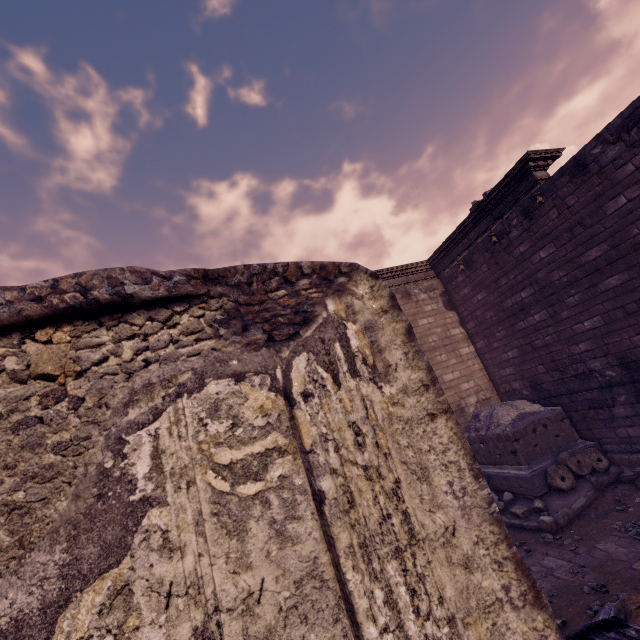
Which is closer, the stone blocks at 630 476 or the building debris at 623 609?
the building debris at 623 609

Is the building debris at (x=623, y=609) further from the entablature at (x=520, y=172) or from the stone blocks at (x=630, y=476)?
the entablature at (x=520, y=172)

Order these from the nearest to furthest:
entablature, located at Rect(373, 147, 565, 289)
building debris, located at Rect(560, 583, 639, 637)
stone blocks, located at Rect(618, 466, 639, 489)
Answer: building debris, located at Rect(560, 583, 639, 637)
stone blocks, located at Rect(618, 466, 639, 489)
entablature, located at Rect(373, 147, 565, 289)

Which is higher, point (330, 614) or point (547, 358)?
point (547, 358)

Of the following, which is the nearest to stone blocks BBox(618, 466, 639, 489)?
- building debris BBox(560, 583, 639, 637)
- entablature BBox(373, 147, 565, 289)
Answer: building debris BBox(560, 583, 639, 637)

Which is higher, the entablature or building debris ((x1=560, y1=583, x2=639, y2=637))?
the entablature

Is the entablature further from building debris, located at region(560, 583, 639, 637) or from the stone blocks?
building debris, located at region(560, 583, 639, 637)
